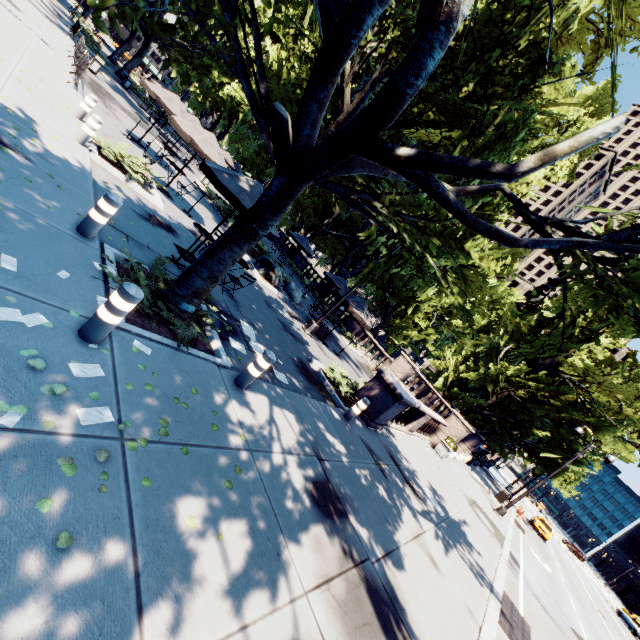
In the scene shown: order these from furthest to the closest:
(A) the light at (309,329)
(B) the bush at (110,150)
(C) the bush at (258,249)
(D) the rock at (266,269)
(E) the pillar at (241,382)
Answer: (C) the bush at (258,249)
(D) the rock at (266,269)
(A) the light at (309,329)
(B) the bush at (110,150)
(E) the pillar at (241,382)

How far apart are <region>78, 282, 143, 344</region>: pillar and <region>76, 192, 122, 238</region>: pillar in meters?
2.4 m

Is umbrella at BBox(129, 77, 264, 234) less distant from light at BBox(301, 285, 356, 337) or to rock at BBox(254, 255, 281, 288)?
rock at BBox(254, 255, 281, 288)

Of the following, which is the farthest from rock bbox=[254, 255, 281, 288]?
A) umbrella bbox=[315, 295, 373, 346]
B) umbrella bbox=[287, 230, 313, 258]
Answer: umbrella bbox=[287, 230, 313, 258]

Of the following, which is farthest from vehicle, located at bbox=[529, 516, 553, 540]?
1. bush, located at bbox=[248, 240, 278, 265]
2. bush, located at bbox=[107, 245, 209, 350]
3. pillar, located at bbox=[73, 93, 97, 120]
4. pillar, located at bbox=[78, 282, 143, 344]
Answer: pillar, located at bbox=[73, 93, 97, 120]

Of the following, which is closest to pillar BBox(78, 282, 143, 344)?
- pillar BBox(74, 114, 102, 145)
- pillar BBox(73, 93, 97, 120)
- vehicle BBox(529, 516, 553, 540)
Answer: pillar BBox(74, 114, 102, 145)

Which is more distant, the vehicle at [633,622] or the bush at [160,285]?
the vehicle at [633,622]

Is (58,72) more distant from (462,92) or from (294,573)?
(294,573)
